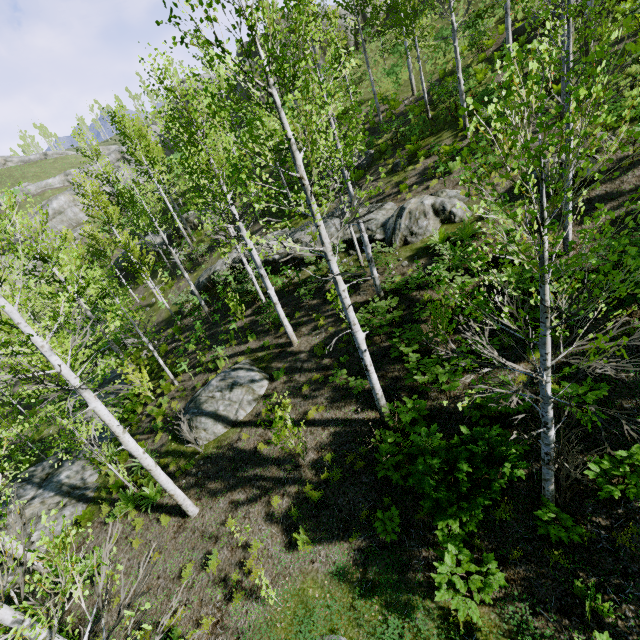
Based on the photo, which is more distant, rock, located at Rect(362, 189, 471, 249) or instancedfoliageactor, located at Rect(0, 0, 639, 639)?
rock, located at Rect(362, 189, 471, 249)

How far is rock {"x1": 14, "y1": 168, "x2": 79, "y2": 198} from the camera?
48.5m

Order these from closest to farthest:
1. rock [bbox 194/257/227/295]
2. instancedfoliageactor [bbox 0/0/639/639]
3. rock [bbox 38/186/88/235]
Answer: instancedfoliageactor [bbox 0/0/639/639], rock [bbox 194/257/227/295], rock [bbox 38/186/88/235]

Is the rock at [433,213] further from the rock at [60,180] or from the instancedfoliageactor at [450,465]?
the rock at [60,180]

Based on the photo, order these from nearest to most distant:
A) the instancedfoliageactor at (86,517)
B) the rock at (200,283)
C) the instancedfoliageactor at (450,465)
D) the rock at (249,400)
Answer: the instancedfoliageactor at (450,465) → the instancedfoliageactor at (86,517) → the rock at (249,400) → the rock at (200,283)

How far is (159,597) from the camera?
7.61m

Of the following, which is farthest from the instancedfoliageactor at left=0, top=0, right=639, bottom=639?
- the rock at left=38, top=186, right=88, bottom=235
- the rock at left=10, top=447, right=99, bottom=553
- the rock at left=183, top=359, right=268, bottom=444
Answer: the rock at left=38, top=186, right=88, bottom=235

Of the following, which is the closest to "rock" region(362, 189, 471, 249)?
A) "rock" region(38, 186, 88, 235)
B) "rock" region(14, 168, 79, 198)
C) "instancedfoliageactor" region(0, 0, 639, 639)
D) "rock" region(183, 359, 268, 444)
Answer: "instancedfoliageactor" region(0, 0, 639, 639)
